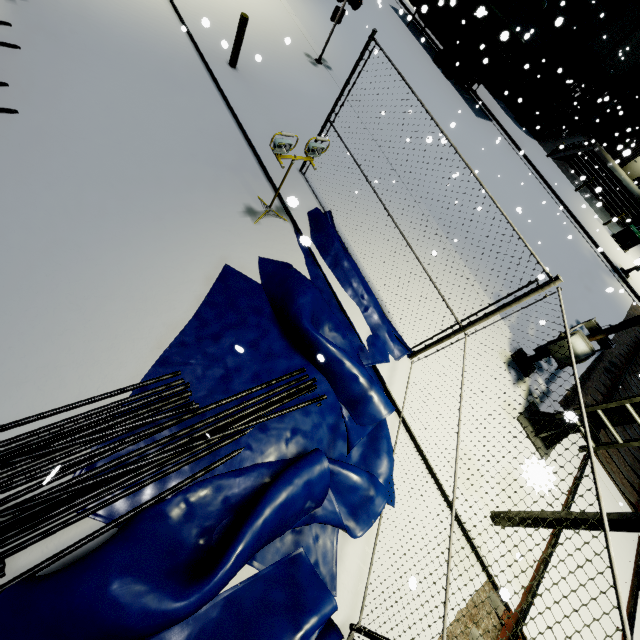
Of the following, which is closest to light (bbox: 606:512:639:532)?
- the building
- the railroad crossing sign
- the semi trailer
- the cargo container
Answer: the building

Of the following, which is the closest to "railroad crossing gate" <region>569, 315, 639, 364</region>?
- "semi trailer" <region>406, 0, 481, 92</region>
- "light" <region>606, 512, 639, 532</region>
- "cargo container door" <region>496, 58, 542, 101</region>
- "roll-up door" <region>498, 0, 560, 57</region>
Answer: "light" <region>606, 512, 639, 532</region>

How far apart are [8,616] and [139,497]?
1.23m

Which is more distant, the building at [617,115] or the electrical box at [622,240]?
the electrical box at [622,240]

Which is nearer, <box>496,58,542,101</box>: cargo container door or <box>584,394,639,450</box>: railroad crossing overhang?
<box>584,394,639,450</box>: railroad crossing overhang

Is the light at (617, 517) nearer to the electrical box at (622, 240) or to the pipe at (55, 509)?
the pipe at (55, 509)

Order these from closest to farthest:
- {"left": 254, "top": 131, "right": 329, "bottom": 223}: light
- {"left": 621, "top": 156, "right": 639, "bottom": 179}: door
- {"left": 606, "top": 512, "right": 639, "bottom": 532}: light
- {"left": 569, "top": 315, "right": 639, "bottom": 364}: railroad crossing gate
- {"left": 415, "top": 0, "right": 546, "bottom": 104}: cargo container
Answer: {"left": 606, "top": 512, "right": 639, "bottom": 532}: light → {"left": 254, "top": 131, "right": 329, "bottom": 223}: light → {"left": 569, "top": 315, "right": 639, "bottom": 364}: railroad crossing gate → {"left": 415, "top": 0, "right": 546, "bottom": 104}: cargo container → {"left": 621, "top": 156, "right": 639, "bottom": 179}: door

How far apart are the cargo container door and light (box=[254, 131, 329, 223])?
19.44m
